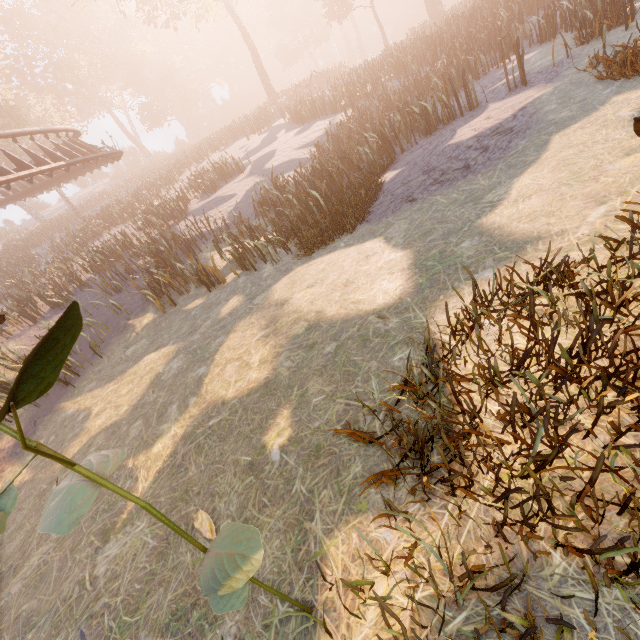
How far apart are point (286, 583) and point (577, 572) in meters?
1.8 m
